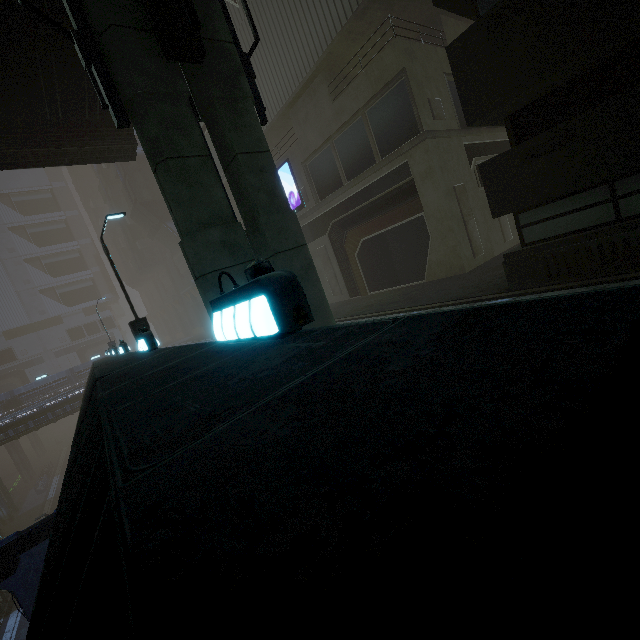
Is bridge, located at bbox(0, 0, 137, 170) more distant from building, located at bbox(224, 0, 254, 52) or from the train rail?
the train rail

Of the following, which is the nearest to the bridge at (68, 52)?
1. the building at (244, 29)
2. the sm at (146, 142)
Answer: the sm at (146, 142)

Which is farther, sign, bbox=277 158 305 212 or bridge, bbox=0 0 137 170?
sign, bbox=277 158 305 212

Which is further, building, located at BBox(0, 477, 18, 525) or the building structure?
building, located at BBox(0, 477, 18, 525)

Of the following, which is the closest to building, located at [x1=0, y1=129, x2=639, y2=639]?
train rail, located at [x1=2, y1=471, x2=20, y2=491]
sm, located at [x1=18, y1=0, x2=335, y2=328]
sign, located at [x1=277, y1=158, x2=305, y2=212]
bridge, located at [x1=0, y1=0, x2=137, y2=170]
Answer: sign, located at [x1=277, y1=158, x2=305, y2=212]

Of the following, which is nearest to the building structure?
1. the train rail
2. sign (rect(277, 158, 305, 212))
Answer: sign (rect(277, 158, 305, 212))

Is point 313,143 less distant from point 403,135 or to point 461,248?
point 403,135

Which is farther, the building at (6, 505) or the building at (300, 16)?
the building at (6, 505)
